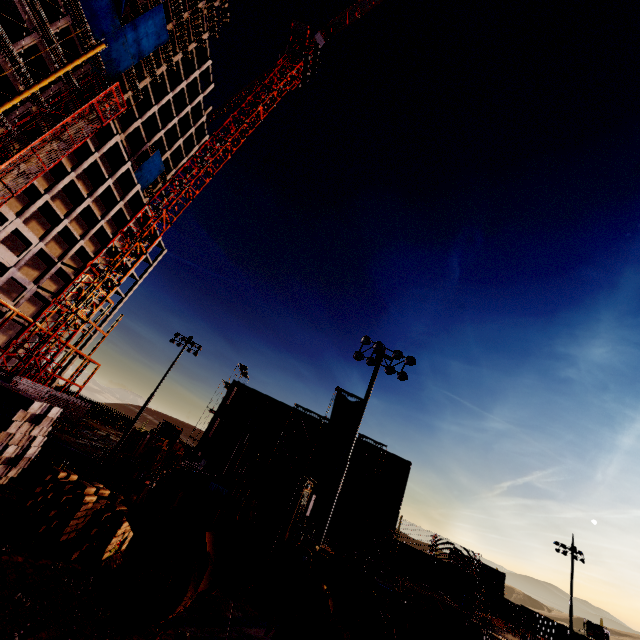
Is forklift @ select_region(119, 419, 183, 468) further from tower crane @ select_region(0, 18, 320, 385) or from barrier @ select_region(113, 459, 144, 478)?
tower crane @ select_region(0, 18, 320, 385)

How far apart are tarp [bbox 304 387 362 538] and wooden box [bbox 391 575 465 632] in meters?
23.6

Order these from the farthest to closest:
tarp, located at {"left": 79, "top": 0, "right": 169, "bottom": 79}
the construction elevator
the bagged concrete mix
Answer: tarp, located at {"left": 79, "top": 0, "right": 169, "bottom": 79}, the construction elevator, the bagged concrete mix

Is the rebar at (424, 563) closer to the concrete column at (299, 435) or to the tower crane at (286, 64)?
the concrete column at (299, 435)

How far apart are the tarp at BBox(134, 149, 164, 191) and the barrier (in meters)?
43.31

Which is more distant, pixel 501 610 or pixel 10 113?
pixel 501 610

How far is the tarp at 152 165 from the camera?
50.3 meters
